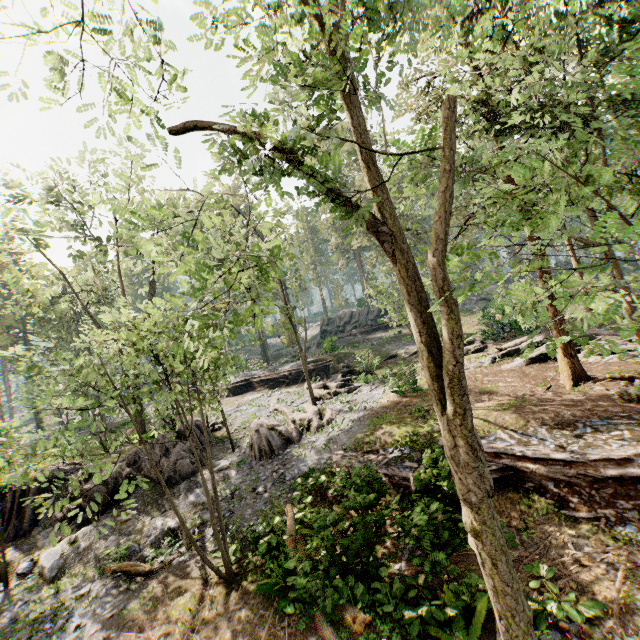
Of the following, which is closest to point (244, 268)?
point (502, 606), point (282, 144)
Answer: point (282, 144)

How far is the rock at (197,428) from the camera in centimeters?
1909cm

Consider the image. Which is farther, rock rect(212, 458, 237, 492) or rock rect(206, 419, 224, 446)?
rock rect(206, 419, 224, 446)

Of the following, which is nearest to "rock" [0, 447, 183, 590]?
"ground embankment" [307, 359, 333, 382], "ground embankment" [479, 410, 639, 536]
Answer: "ground embankment" [479, 410, 639, 536]

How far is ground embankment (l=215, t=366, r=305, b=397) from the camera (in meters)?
30.08

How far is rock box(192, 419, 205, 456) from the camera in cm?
1909

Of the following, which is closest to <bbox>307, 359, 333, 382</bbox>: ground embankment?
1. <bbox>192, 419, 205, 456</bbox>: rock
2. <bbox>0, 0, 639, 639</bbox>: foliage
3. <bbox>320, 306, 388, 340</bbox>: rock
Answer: <bbox>0, 0, 639, 639</bbox>: foliage

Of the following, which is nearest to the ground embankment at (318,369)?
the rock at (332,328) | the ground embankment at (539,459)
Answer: the ground embankment at (539,459)
